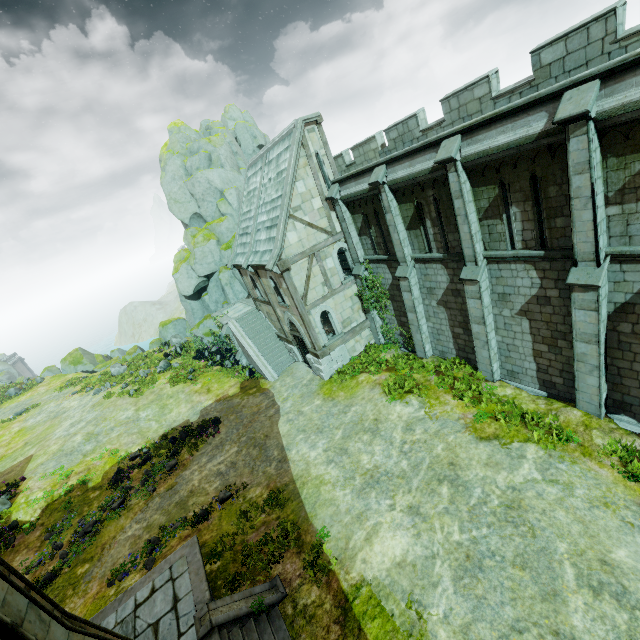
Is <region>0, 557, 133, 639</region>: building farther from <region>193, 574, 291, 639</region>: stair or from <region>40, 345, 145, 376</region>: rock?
<region>40, 345, 145, 376</region>: rock

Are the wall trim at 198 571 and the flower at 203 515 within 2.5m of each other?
yes

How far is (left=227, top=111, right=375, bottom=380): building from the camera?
16.7m

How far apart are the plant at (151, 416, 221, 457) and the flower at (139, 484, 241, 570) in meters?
5.2 m

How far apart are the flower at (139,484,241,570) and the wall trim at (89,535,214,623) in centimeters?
118cm

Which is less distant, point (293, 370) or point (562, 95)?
point (562, 95)

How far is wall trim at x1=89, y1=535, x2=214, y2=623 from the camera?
9.54m

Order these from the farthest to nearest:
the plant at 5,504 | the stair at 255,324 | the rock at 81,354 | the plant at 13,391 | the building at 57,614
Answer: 1. the plant at 13,391
2. the rock at 81,354
3. the stair at 255,324
4. the plant at 5,504
5. the building at 57,614
